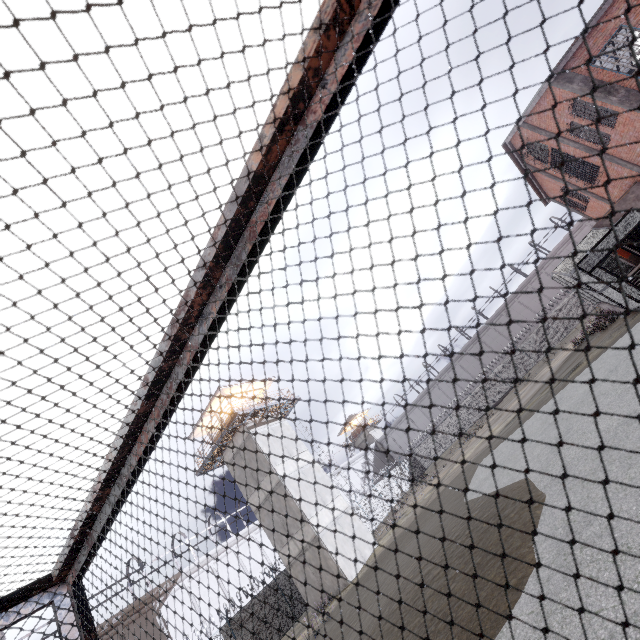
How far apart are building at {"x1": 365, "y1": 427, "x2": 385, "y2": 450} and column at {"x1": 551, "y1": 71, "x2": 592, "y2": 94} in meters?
53.4 m

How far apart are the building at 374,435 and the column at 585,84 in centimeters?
5336cm

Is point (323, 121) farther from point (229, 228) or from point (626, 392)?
point (626, 392)

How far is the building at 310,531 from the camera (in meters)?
19.95

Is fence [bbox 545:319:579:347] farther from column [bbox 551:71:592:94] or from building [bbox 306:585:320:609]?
column [bbox 551:71:592:94]

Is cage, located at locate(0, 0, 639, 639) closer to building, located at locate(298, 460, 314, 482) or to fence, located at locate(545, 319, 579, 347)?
fence, located at locate(545, 319, 579, 347)

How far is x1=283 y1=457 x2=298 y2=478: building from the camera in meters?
22.5
